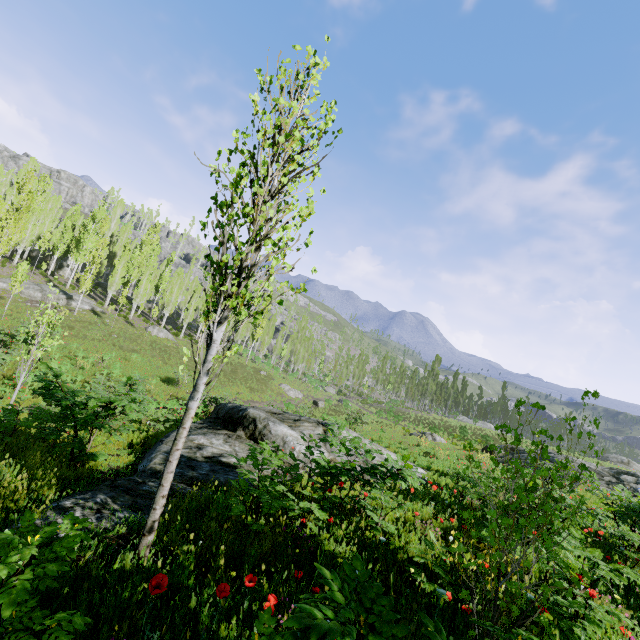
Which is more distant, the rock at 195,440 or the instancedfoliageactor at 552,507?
the rock at 195,440

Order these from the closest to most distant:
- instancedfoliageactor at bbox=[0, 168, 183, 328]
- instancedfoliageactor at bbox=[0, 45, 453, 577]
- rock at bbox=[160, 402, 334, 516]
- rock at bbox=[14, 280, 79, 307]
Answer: instancedfoliageactor at bbox=[0, 45, 453, 577]
rock at bbox=[160, 402, 334, 516]
instancedfoliageactor at bbox=[0, 168, 183, 328]
rock at bbox=[14, 280, 79, 307]

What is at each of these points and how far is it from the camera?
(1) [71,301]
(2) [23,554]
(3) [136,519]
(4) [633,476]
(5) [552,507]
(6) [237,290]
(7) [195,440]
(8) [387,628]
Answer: (1) rock, 34.88m
(2) instancedfoliageactor, 1.63m
(3) rock, 4.40m
(4) rock, 21.64m
(5) instancedfoliageactor, 6.07m
(6) instancedfoliageactor, 3.65m
(7) rock, 8.62m
(8) instancedfoliageactor, 1.06m

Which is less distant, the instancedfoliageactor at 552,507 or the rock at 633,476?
the instancedfoliageactor at 552,507

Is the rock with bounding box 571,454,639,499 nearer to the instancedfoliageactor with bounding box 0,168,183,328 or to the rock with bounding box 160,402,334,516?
the instancedfoliageactor with bounding box 0,168,183,328

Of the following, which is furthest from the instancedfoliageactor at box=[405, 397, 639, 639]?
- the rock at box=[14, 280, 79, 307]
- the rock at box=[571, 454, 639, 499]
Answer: the rock at box=[14, 280, 79, 307]

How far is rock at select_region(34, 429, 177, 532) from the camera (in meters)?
4.07

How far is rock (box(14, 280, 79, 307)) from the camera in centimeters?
3222cm
